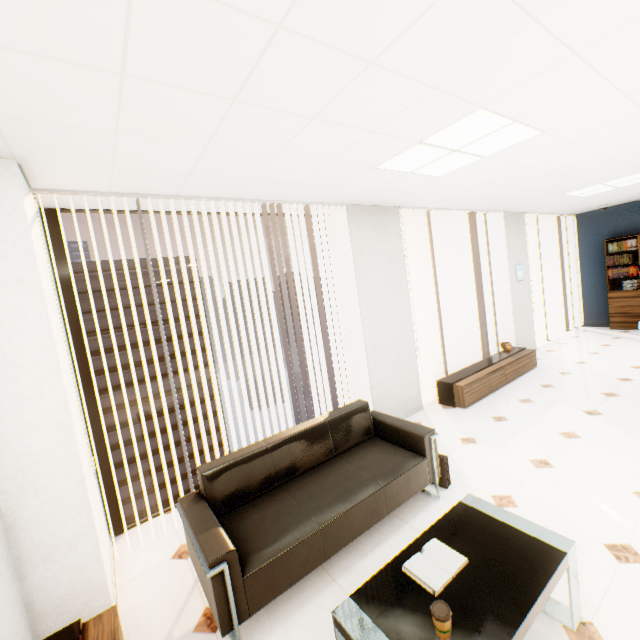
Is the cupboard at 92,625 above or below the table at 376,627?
below

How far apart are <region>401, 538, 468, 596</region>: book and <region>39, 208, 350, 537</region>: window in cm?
248

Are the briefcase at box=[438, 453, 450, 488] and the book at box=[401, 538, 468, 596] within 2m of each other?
yes

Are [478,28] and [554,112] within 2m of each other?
yes

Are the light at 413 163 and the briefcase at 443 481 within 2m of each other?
no

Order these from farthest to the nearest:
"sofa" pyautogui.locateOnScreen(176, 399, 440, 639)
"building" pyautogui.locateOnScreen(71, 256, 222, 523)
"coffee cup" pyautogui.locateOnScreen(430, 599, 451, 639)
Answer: "building" pyautogui.locateOnScreen(71, 256, 222, 523)
"sofa" pyautogui.locateOnScreen(176, 399, 440, 639)
"coffee cup" pyautogui.locateOnScreen(430, 599, 451, 639)

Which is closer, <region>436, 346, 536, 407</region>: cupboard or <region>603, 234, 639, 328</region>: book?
<region>436, 346, 536, 407</region>: cupboard

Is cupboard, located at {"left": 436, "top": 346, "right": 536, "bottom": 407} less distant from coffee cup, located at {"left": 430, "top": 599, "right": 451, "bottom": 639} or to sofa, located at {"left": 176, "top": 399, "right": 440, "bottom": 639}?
sofa, located at {"left": 176, "top": 399, "right": 440, "bottom": 639}
